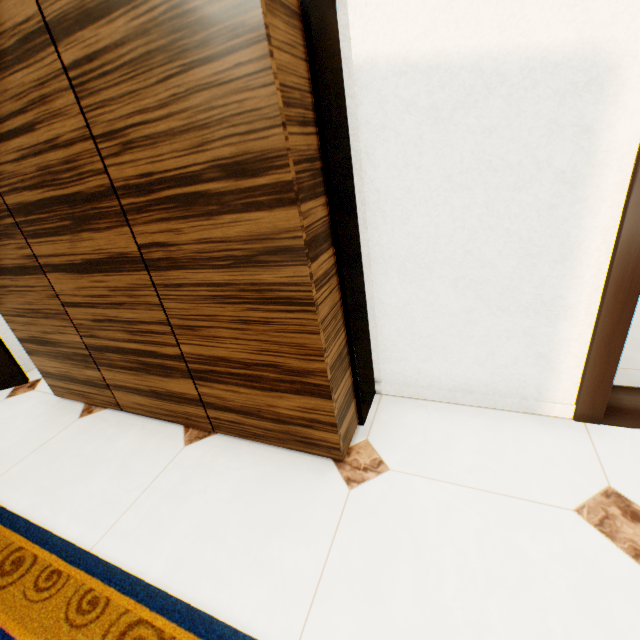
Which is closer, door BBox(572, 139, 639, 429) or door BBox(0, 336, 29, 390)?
door BBox(572, 139, 639, 429)

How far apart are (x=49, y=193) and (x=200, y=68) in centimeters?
76cm

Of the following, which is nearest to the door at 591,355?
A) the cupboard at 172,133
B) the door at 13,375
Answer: the cupboard at 172,133

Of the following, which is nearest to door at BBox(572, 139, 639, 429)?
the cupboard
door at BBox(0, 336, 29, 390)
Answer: the cupboard

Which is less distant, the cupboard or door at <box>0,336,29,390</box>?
the cupboard

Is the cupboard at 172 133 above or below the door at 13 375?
above

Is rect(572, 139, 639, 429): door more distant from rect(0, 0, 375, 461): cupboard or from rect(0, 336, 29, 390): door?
rect(0, 336, 29, 390): door
